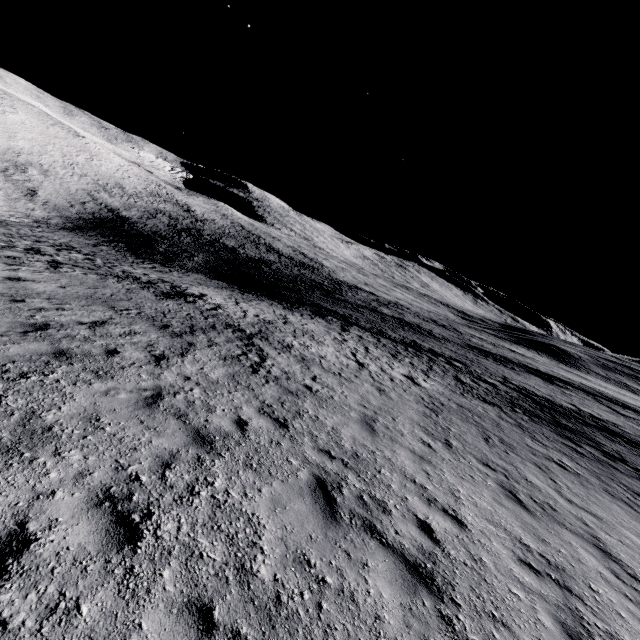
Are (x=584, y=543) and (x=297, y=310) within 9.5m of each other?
no
